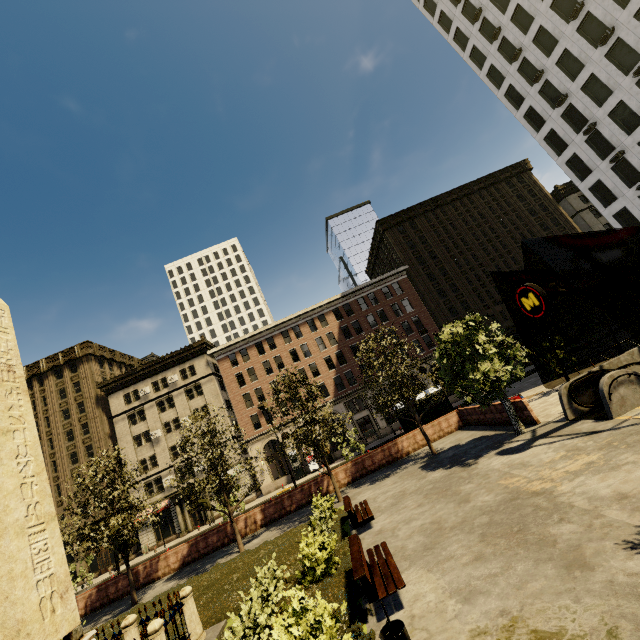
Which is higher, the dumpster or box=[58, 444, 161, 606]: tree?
box=[58, 444, 161, 606]: tree

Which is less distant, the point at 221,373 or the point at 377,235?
the point at 221,373

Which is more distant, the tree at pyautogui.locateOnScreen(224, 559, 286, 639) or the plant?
the tree at pyautogui.locateOnScreen(224, 559, 286, 639)

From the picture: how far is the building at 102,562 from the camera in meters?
37.6 m

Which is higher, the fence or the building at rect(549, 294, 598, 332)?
the building at rect(549, 294, 598, 332)

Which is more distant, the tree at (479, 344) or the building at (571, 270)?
the building at (571, 270)

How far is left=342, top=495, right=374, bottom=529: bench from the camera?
11.9 meters

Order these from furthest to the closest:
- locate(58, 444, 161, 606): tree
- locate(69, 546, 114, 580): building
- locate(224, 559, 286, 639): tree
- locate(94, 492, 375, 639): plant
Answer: locate(69, 546, 114, 580): building
locate(58, 444, 161, 606): tree
locate(224, 559, 286, 639): tree
locate(94, 492, 375, 639): plant
